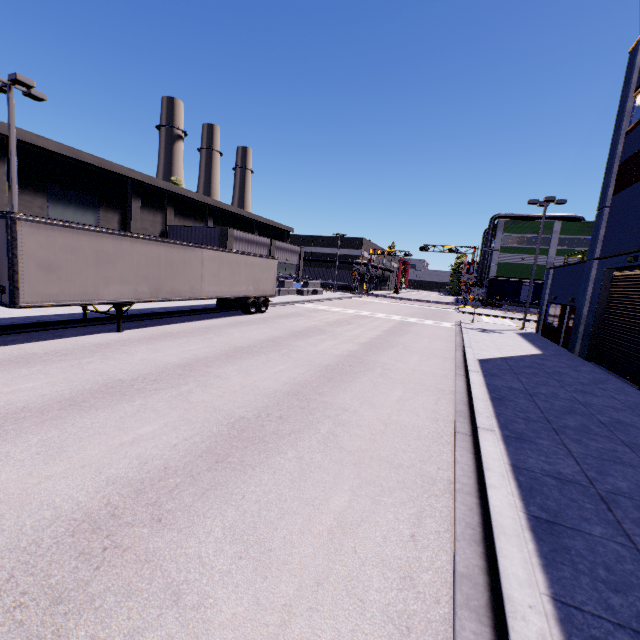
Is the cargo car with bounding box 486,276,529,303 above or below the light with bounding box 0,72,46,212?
below

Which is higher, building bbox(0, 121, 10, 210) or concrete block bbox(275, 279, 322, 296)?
building bbox(0, 121, 10, 210)

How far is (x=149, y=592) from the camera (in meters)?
3.02

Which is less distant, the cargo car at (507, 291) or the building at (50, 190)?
the building at (50, 190)

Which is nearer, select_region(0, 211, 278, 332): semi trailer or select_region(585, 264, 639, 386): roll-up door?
select_region(0, 211, 278, 332): semi trailer

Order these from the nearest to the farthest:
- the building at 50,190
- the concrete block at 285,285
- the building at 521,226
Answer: the building at 50,190 → the concrete block at 285,285 → the building at 521,226

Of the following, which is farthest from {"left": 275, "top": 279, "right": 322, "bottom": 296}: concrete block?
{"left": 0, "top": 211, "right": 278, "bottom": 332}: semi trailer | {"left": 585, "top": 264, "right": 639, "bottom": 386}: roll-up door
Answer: {"left": 585, "top": 264, "right": 639, "bottom": 386}: roll-up door

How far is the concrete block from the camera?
37.4m
